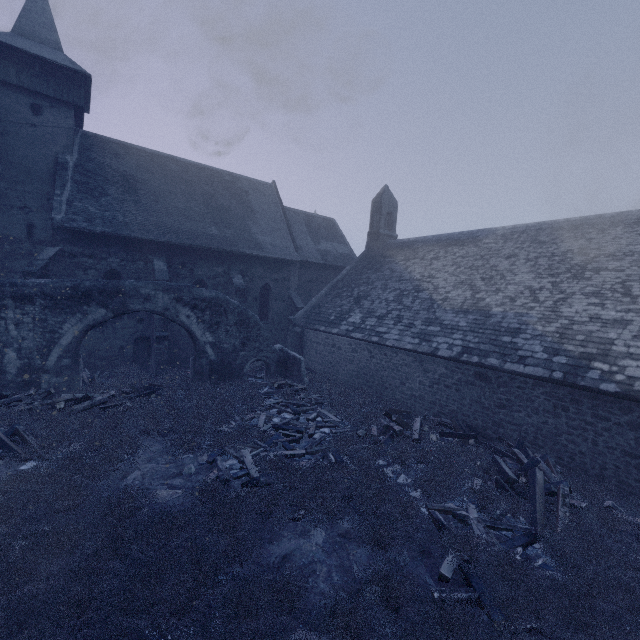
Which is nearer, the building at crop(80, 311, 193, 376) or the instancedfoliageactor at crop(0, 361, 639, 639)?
the instancedfoliageactor at crop(0, 361, 639, 639)

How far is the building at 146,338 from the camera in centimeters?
1623cm

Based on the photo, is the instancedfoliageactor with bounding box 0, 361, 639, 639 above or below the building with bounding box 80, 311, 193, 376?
below

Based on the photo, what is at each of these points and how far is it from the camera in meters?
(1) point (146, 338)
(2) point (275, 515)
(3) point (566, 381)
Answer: (1) building, 17.5 m
(2) instancedfoliageactor, 6.8 m
(3) building, 9.1 m

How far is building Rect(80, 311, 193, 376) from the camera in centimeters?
1623cm

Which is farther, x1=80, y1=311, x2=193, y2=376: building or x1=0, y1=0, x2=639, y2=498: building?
x1=80, y1=311, x2=193, y2=376: building

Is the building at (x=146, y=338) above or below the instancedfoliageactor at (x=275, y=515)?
above
